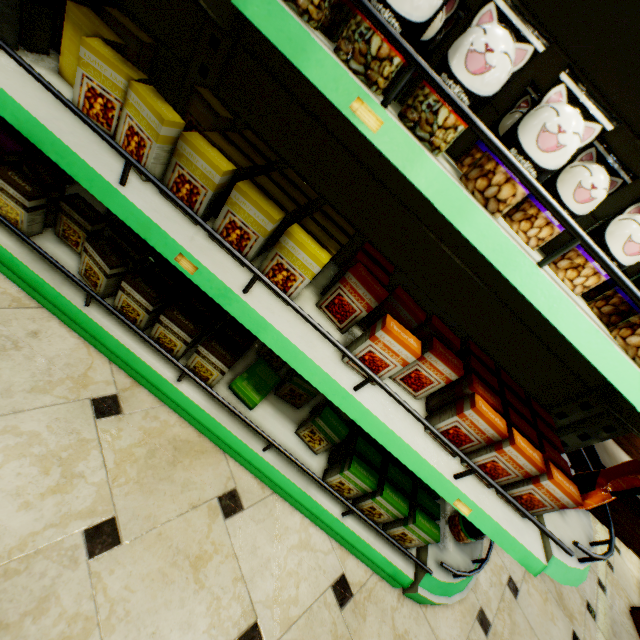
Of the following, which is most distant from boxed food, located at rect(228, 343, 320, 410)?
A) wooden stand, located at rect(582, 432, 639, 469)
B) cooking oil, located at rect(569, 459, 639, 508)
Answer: wooden stand, located at rect(582, 432, 639, 469)

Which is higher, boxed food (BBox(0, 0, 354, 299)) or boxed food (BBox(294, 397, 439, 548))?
boxed food (BBox(0, 0, 354, 299))

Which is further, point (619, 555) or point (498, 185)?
point (619, 555)

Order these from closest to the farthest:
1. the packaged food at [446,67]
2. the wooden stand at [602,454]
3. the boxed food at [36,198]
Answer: the packaged food at [446,67] < the boxed food at [36,198] < the wooden stand at [602,454]

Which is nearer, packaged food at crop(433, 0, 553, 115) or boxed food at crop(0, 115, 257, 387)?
packaged food at crop(433, 0, 553, 115)

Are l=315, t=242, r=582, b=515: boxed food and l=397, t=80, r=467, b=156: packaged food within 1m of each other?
yes

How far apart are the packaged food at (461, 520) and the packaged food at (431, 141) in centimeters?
184cm

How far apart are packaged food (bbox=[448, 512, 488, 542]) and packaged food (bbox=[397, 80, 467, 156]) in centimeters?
184cm
